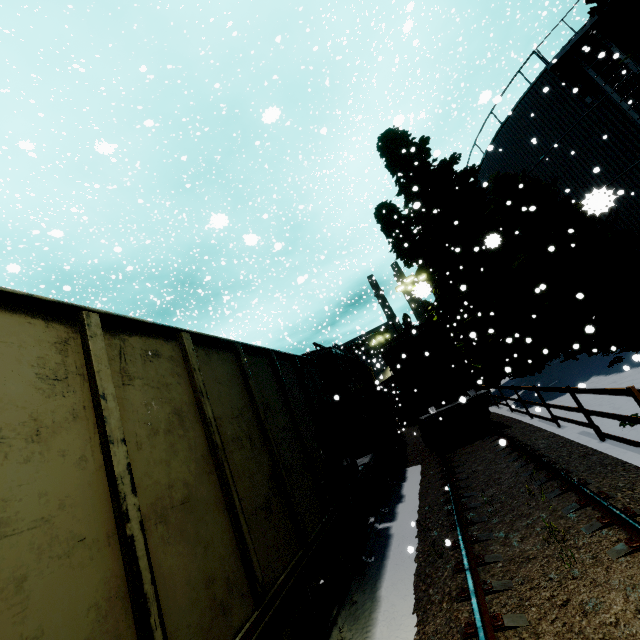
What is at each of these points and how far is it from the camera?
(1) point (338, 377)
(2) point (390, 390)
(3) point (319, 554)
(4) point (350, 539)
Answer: (1) cargo car, 10.15m
(2) coal car, 29.20m
(3) flatcar, 4.52m
(4) bogie, 5.81m

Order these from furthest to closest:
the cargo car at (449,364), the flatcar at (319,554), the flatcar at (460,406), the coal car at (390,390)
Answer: the coal car at (390,390) < the cargo car at (449,364) < the flatcar at (460,406) < the flatcar at (319,554)

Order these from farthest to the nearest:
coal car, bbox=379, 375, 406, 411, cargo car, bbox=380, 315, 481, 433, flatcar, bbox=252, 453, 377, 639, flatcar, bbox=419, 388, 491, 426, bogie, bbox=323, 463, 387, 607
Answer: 1. coal car, bbox=379, 375, 406, 411
2. cargo car, bbox=380, 315, 481, 433
3. flatcar, bbox=419, 388, 491, 426
4. bogie, bbox=323, 463, 387, 607
5. flatcar, bbox=252, 453, 377, 639

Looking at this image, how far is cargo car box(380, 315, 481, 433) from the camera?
13.74m

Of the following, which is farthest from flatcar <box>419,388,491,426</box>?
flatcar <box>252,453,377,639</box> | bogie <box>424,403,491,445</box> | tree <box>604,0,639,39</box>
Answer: flatcar <box>252,453,377,639</box>

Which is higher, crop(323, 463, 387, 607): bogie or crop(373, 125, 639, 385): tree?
crop(373, 125, 639, 385): tree

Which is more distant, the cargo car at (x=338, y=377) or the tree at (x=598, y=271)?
the tree at (x=598, y=271)

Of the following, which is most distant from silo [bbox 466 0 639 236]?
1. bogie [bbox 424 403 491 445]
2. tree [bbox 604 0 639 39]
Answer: bogie [bbox 424 403 491 445]
